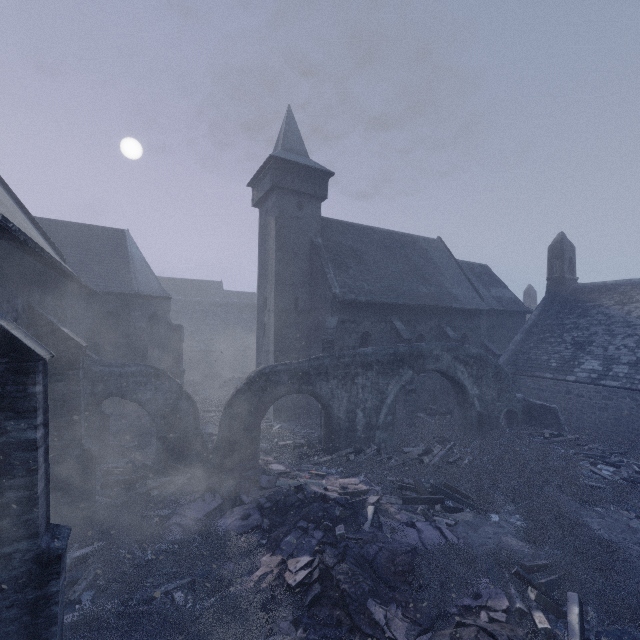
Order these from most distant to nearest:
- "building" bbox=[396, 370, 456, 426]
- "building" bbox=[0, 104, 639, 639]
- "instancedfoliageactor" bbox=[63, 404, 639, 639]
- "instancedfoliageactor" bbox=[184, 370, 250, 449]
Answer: "building" bbox=[396, 370, 456, 426] → "instancedfoliageactor" bbox=[184, 370, 250, 449] → "instancedfoliageactor" bbox=[63, 404, 639, 639] → "building" bbox=[0, 104, 639, 639]

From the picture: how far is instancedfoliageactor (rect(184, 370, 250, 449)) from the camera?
17.17m

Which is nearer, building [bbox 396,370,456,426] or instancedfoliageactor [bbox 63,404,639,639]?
instancedfoliageactor [bbox 63,404,639,639]

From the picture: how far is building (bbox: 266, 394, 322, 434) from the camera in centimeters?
1839cm

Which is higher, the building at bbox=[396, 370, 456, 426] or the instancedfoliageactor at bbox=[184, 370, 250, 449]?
the building at bbox=[396, 370, 456, 426]

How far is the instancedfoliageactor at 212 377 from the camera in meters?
17.2 m

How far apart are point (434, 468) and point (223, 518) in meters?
7.9 m

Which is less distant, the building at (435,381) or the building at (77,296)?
the building at (77,296)
